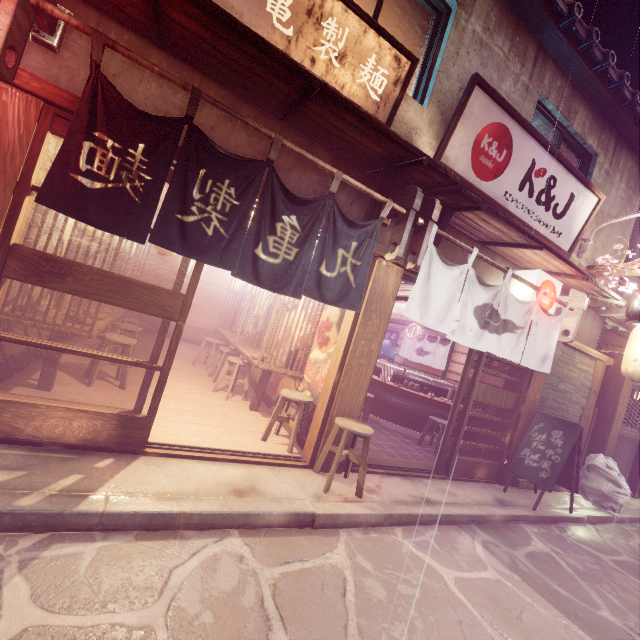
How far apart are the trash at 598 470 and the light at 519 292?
6.1 meters

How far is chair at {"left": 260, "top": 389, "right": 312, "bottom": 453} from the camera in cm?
800

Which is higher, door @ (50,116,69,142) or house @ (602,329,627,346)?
house @ (602,329,627,346)

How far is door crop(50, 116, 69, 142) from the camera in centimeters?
490cm

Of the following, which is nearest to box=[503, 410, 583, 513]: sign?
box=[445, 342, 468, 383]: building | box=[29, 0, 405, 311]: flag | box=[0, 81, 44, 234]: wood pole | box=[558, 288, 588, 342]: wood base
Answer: box=[445, 342, 468, 383]: building

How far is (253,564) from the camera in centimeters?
457cm

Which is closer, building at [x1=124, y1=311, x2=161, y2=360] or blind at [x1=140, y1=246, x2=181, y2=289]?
building at [x1=124, y1=311, x2=161, y2=360]

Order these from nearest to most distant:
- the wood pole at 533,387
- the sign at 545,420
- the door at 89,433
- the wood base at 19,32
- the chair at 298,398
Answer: the wood base at 19,32 → the door at 89,433 → the chair at 298,398 → the sign at 545,420 → the wood pole at 533,387
